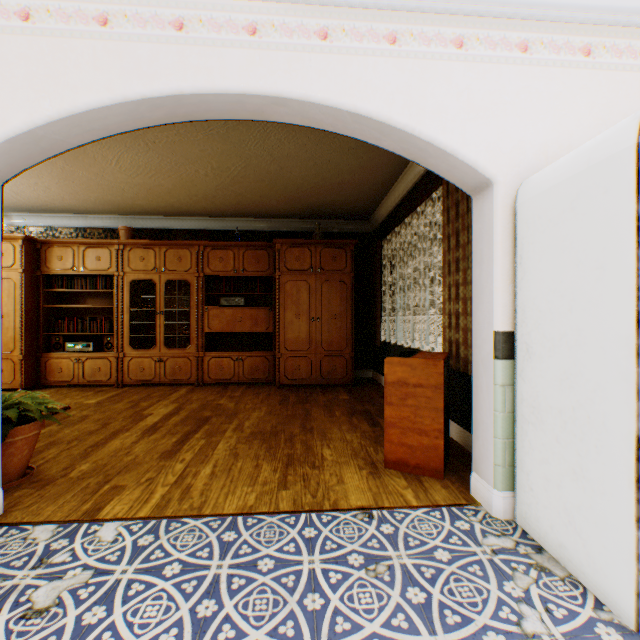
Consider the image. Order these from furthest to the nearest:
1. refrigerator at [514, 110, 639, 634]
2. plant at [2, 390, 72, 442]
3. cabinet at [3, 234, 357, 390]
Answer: cabinet at [3, 234, 357, 390]
plant at [2, 390, 72, 442]
refrigerator at [514, 110, 639, 634]

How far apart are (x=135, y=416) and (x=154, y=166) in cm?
322

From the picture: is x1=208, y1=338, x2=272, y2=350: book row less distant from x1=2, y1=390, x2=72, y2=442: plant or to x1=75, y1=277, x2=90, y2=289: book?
x1=75, y1=277, x2=90, y2=289: book

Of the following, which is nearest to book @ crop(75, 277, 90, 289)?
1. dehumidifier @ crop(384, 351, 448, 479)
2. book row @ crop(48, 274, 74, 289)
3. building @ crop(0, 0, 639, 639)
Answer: book row @ crop(48, 274, 74, 289)

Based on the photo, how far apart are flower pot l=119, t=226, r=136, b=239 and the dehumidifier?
5.4 meters

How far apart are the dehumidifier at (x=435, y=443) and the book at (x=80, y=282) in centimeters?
562cm

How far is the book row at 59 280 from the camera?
5.6 meters

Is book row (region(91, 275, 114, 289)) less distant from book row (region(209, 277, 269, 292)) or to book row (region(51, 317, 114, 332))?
book row (region(51, 317, 114, 332))
